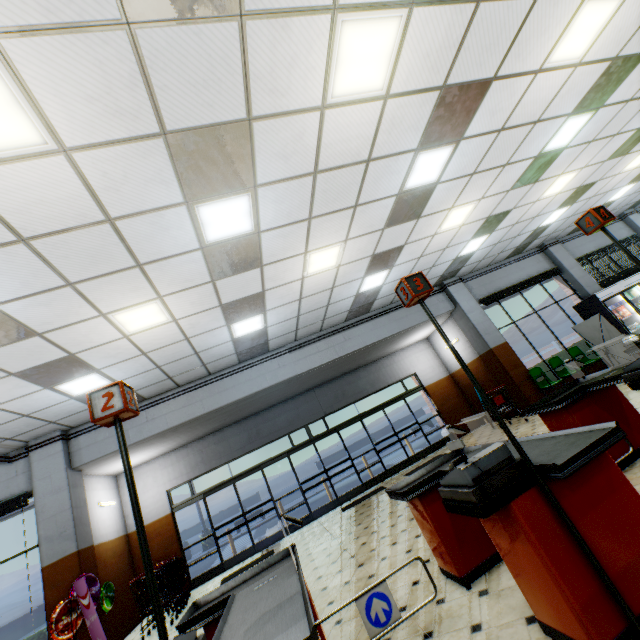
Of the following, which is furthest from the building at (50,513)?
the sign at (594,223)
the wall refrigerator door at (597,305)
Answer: the sign at (594,223)

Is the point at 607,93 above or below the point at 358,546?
above

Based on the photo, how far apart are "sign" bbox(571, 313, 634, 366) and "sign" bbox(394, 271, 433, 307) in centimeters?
803cm

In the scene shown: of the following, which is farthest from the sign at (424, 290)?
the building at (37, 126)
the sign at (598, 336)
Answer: the sign at (598, 336)

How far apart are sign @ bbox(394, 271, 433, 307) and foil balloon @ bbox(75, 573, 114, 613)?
8.1 meters

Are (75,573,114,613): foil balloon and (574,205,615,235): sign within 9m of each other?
no

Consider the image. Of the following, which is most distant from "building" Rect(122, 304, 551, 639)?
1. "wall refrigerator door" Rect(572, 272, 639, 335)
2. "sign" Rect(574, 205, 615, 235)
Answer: "sign" Rect(574, 205, 615, 235)
